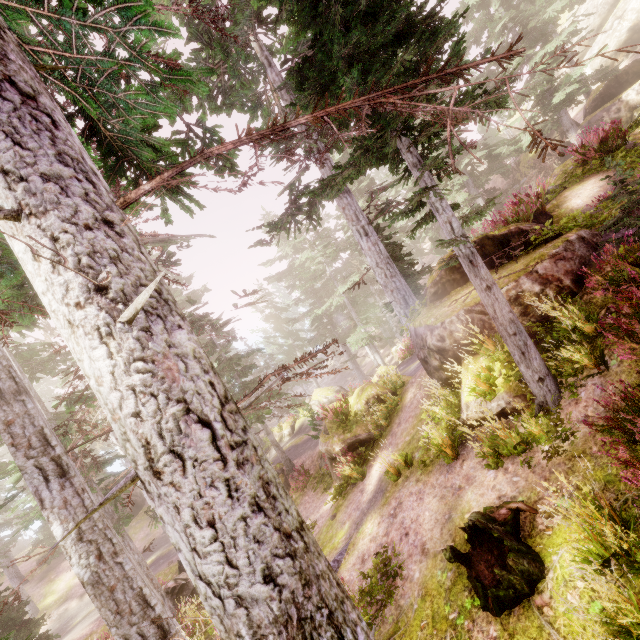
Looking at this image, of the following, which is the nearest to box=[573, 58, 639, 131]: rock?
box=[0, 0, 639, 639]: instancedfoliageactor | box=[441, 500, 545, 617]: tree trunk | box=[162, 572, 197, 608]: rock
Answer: box=[0, 0, 639, 639]: instancedfoliageactor

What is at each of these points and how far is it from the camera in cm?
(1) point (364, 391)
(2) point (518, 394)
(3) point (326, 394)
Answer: (1) rock, 1439
(2) rock, 630
(3) rock, 2788

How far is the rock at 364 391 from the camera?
13.7m

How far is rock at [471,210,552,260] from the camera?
8.8m

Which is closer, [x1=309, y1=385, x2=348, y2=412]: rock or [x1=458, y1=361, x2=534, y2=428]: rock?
[x1=458, y1=361, x2=534, y2=428]: rock

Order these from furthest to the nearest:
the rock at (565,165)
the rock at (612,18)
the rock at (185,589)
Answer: the rock at (612,18), the rock at (185,589), the rock at (565,165)

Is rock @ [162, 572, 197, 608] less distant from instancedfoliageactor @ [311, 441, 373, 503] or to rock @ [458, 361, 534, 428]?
instancedfoliageactor @ [311, 441, 373, 503]

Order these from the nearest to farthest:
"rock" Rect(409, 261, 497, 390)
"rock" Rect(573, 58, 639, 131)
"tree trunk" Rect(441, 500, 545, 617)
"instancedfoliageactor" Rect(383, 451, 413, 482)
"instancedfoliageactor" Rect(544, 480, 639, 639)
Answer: "instancedfoliageactor" Rect(544, 480, 639, 639) < "tree trunk" Rect(441, 500, 545, 617) < "rock" Rect(409, 261, 497, 390) < "instancedfoliageactor" Rect(383, 451, 413, 482) < "rock" Rect(573, 58, 639, 131)
